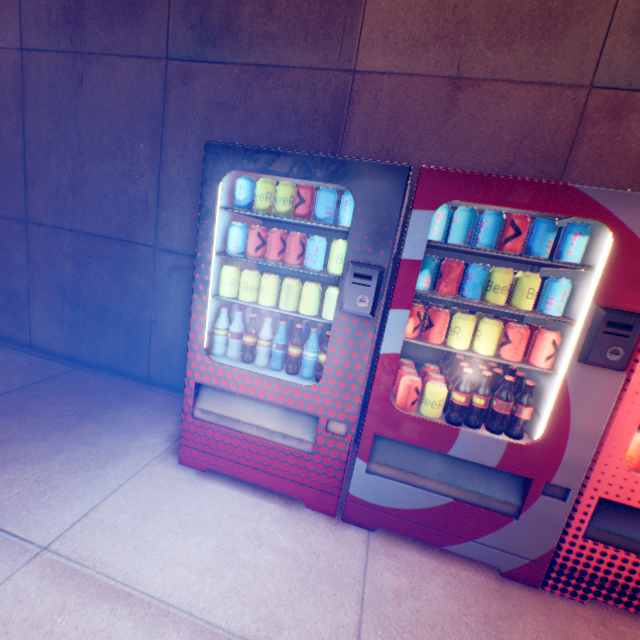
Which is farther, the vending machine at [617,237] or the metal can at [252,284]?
the metal can at [252,284]

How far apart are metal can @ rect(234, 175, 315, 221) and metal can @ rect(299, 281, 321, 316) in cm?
35

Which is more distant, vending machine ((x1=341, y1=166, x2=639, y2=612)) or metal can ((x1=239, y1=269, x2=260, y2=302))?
metal can ((x1=239, y1=269, x2=260, y2=302))

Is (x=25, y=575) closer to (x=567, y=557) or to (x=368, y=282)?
(x=368, y=282)

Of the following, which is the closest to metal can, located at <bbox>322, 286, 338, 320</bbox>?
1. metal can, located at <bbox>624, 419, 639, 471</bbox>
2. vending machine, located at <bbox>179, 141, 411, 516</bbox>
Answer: vending machine, located at <bbox>179, 141, 411, 516</bbox>

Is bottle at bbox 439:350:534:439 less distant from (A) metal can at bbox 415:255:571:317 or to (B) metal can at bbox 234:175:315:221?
(A) metal can at bbox 415:255:571:317

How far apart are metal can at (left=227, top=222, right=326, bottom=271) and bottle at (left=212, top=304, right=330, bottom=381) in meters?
0.4

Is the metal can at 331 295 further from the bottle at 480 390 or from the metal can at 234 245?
the bottle at 480 390
